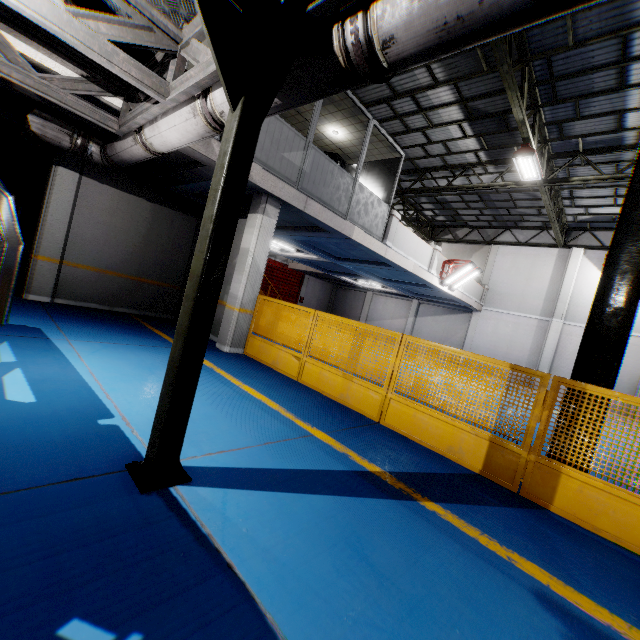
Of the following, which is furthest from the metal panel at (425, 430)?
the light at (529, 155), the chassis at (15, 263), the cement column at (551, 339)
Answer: the cement column at (551, 339)

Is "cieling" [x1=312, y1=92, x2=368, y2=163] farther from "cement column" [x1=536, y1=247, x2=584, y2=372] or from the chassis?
"cement column" [x1=536, y1=247, x2=584, y2=372]

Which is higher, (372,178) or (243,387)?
(372,178)

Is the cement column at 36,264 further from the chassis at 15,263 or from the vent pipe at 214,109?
the vent pipe at 214,109

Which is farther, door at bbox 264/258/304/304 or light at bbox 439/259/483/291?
door at bbox 264/258/304/304

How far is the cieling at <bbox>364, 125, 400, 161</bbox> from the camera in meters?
9.8

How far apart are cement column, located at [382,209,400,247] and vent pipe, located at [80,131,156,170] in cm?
754

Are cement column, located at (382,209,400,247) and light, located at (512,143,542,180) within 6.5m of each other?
yes
